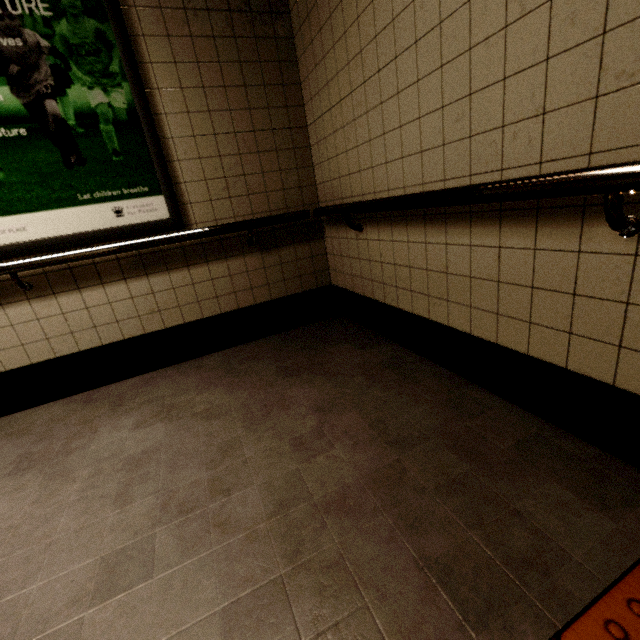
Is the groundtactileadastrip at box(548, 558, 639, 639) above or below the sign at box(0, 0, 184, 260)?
below

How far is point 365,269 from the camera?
2.32m

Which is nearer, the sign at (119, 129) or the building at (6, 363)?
the building at (6, 363)

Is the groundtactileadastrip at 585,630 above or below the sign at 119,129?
below

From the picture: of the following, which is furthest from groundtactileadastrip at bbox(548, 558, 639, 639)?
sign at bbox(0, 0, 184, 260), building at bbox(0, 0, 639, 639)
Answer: sign at bbox(0, 0, 184, 260)

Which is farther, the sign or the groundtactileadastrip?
the sign

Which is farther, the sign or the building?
the sign
